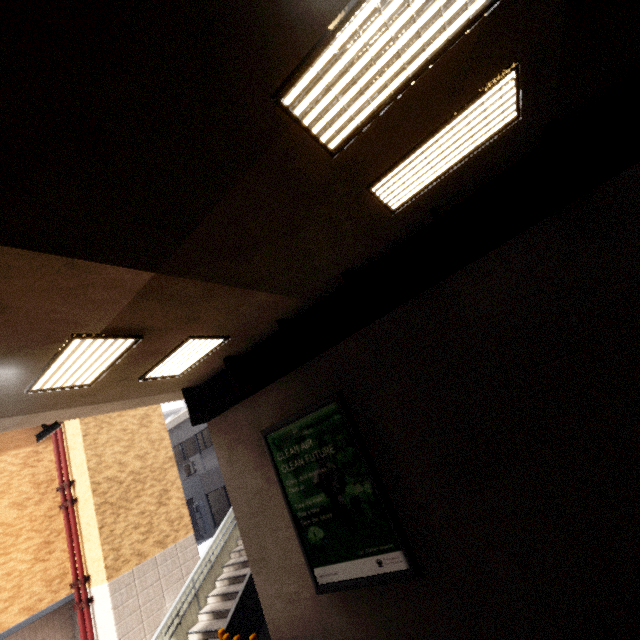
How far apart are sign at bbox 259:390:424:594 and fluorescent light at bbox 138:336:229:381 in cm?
226

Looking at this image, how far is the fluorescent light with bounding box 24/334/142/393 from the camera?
4.80m

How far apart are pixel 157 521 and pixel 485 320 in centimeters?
1276cm

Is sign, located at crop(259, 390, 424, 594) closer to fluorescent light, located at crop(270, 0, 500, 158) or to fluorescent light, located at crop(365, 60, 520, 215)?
fluorescent light, located at crop(365, 60, 520, 215)

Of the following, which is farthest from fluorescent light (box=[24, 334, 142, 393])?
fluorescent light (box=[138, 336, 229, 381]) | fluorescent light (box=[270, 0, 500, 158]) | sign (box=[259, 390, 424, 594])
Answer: fluorescent light (box=[270, 0, 500, 158])

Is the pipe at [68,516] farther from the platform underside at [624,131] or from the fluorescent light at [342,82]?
the fluorescent light at [342,82]

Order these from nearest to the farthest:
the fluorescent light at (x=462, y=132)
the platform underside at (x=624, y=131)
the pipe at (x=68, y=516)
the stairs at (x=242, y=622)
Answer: the fluorescent light at (x=462, y=132), the platform underside at (x=624, y=131), the stairs at (x=242, y=622), the pipe at (x=68, y=516)

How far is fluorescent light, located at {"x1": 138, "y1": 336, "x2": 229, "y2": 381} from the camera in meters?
6.4 m
